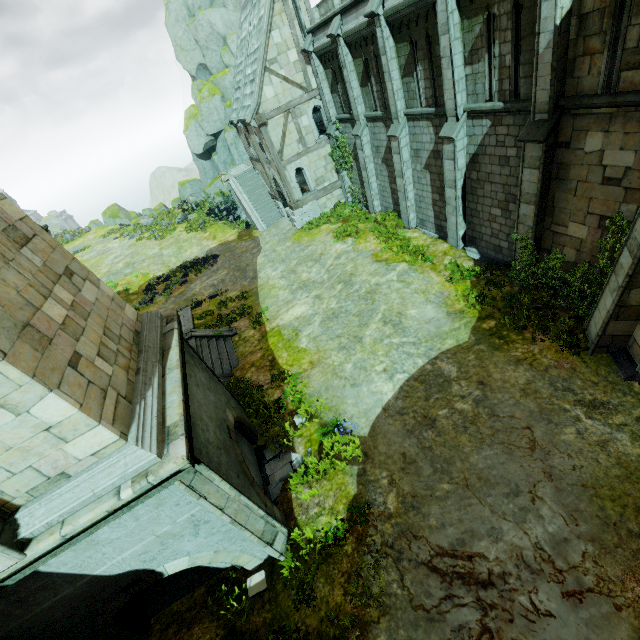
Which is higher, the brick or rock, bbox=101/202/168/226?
rock, bbox=101/202/168/226

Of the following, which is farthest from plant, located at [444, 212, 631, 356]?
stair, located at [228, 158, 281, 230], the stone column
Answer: stair, located at [228, 158, 281, 230]

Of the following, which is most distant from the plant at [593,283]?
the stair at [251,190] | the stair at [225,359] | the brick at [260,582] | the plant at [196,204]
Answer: the plant at [196,204]

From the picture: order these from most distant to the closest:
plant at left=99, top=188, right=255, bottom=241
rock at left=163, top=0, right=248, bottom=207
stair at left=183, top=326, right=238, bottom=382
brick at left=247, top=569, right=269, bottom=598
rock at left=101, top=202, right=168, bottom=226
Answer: rock at left=101, top=202, right=168, bottom=226 < plant at left=99, top=188, right=255, bottom=241 < rock at left=163, top=0, right=248, bottom=207 < stair at left=183, top=326, right=238, bottom=382 < brick at left=247, top=569, right=269, bottom=598

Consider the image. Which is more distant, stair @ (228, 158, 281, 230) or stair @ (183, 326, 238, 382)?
stair @ (228, 158, 281, 230)

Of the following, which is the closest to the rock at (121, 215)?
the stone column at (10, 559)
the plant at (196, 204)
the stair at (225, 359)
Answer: the plant at (196, 204)

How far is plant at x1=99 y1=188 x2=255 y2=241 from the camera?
30.9 meters

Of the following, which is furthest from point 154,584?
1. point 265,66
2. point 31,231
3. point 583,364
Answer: point 265,66
